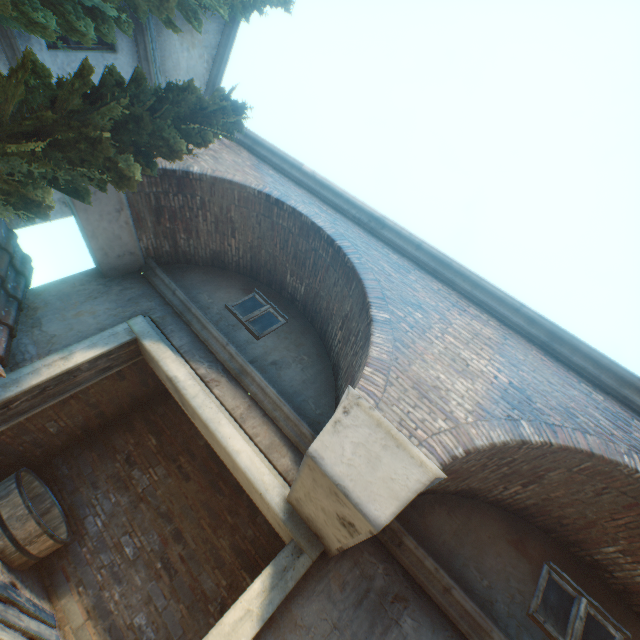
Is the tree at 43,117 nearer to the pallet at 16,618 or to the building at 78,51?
the building at 78,51

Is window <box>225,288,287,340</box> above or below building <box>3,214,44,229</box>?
above

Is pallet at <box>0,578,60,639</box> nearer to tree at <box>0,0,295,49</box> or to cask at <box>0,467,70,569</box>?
cask at <box>0,467,70,569</box>

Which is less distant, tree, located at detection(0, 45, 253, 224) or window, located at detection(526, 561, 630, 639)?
tree, located at detection(0, 45, 253, 224)

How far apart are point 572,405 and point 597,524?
1.7m

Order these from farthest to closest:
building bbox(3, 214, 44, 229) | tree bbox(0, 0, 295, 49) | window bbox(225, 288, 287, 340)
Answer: building bbox(3, 214, 44, 229) < window bbox(225, 288, 287, 340) < tree bbox(0, 0, 295, 49)

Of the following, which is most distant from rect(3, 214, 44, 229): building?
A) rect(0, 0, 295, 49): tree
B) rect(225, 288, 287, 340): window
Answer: rect(225, 288, 287, 340): window

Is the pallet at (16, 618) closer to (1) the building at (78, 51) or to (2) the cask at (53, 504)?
(2) the cask at (53, 504)
